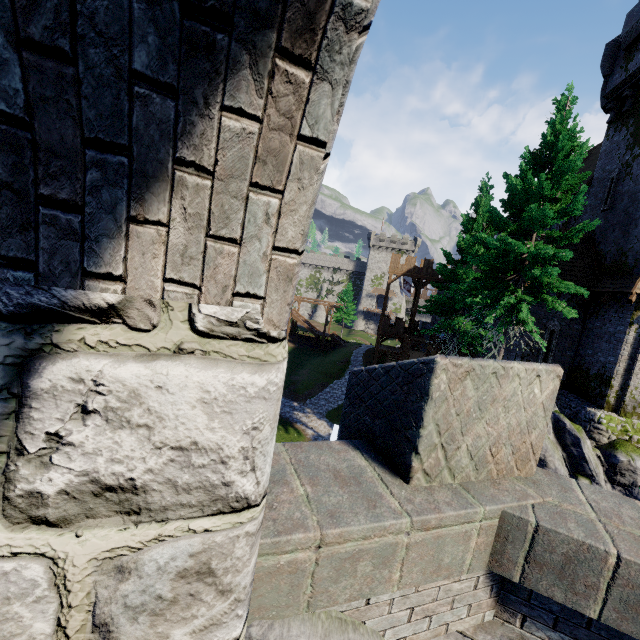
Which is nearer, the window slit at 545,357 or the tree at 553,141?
the tree at 553,141

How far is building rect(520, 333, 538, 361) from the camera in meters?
18.1

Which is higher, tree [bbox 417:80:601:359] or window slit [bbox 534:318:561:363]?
tree [bbox 417:80:601:359]

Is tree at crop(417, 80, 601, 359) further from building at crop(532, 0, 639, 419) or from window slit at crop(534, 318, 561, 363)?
window slit at crop(534, 318, 561, 363)

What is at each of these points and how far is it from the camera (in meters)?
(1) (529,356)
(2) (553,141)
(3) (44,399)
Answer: (1) building, 18.25
(2) tree, 13.34
(3) building tower, 0.94

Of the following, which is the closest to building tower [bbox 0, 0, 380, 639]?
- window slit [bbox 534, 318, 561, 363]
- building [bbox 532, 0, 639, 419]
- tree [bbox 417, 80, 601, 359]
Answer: tree [bbox 417, 80, 601, 359]

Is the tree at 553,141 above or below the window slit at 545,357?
above

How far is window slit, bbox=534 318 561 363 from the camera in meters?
17.7
